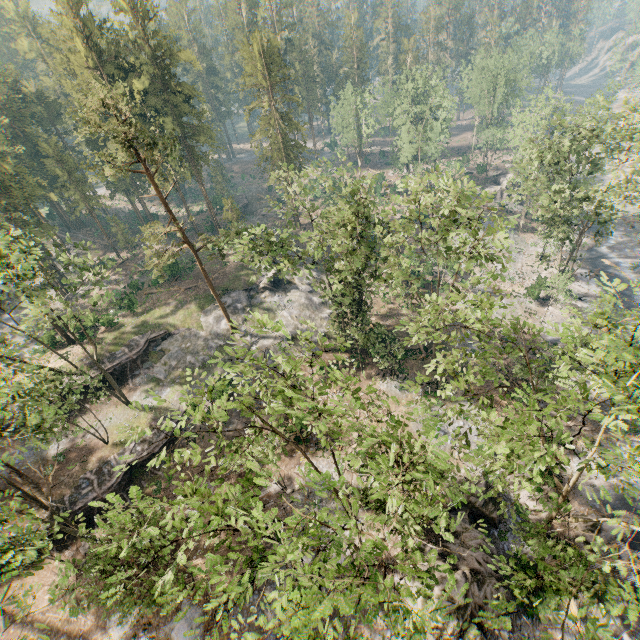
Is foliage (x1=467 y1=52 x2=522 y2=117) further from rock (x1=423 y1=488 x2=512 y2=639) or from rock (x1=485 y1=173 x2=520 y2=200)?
rock (x1=485 y1=173 x2=520 y2=200)

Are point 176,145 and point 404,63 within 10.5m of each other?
no

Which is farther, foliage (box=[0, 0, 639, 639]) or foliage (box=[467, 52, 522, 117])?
foliage (box=[467, 52, 522, 117])

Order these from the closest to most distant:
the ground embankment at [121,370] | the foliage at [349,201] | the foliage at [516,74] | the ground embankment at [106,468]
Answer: the foliage at [349,201] < the ground embankment at [106,468] < the ground embankment at [121,370] < the foliage at [516,74]

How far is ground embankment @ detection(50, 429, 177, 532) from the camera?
26.25m

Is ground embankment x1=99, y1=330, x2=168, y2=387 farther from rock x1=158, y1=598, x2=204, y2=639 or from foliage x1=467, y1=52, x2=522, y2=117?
rock x1=158, y1=598, x2=204, y2=639

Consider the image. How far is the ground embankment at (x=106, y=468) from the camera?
26.2m

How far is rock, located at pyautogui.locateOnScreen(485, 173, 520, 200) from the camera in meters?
57.6 m
